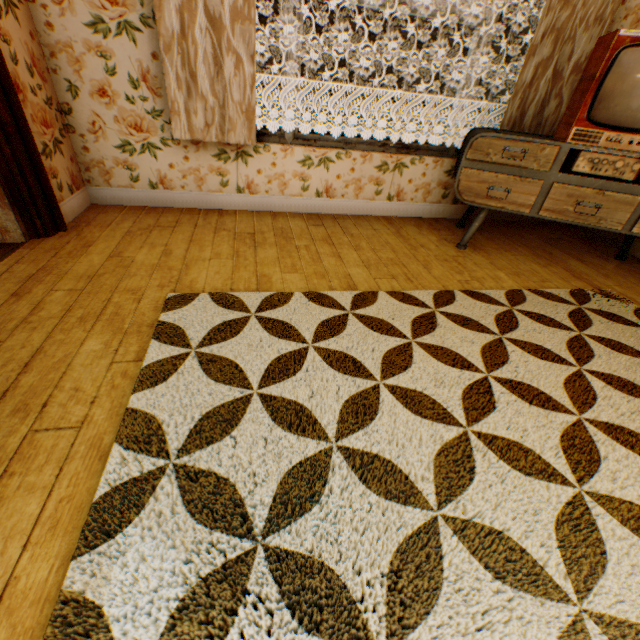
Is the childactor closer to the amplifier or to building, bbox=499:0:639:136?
building, bbox=499:0:639:136

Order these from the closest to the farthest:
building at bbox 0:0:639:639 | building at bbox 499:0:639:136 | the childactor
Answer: building at bbox 0:0:639:639, the childactor, building at bbox 499:0:639:136

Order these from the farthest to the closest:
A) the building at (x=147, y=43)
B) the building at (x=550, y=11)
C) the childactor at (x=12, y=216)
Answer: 1. the building at (x=550, y=11)
2. the childactor at (x=12, y=216)
3. the building at (x=147, y=43)

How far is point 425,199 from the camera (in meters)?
3.66

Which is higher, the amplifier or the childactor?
the amplifier

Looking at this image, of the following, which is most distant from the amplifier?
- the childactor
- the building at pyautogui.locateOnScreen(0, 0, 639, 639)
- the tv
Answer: the childactor

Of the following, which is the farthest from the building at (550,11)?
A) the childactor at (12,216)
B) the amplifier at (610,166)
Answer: the amplifier at (610,166)
